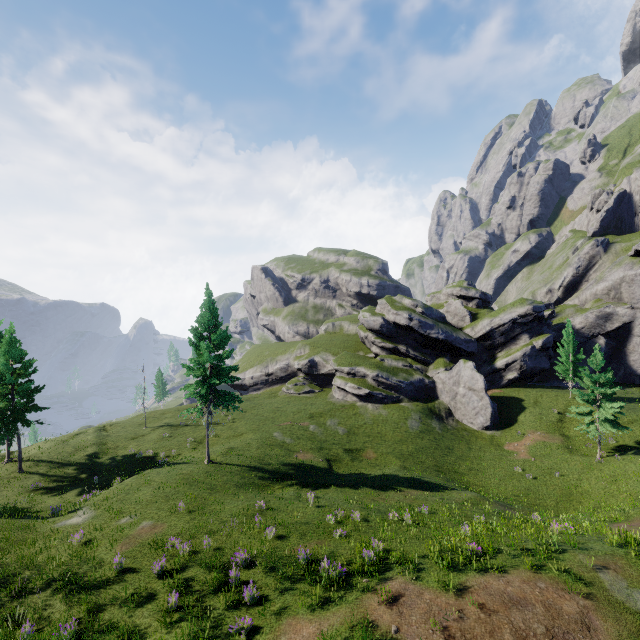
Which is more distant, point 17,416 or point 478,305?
point 478,305

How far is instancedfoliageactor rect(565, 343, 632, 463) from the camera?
29.4m

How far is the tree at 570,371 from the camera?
41.1m

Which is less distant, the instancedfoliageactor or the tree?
the instancedfoliageactor

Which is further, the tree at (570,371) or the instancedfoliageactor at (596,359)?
the tree at (570,371)

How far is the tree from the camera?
41.09m
